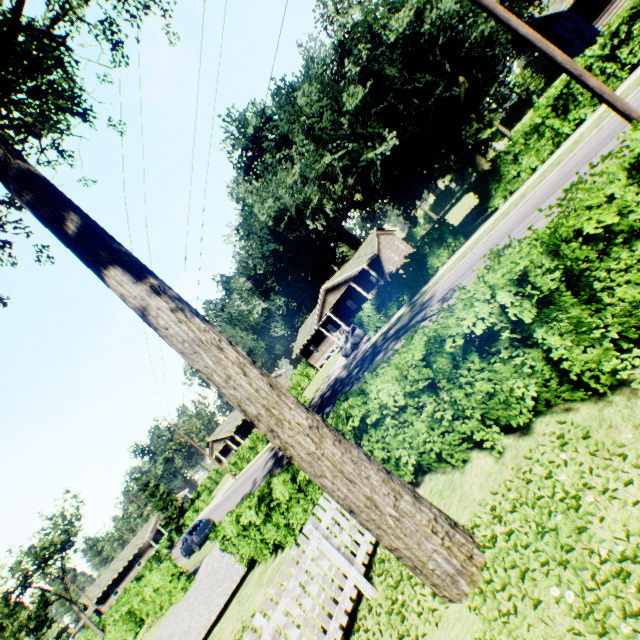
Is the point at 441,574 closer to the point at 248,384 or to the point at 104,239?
the point at 248,384

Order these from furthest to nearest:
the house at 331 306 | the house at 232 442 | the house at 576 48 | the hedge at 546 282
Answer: the house at 232 442 < the house at 331 306 < the house at 576 48 < the hedge at 546 282

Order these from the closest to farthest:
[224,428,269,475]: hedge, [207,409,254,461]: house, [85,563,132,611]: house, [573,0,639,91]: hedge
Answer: [573,0,639,91]: hedge < [224,428,269,475]: hedge < [207,409,254,461]: house < [85,563,132,611]: house

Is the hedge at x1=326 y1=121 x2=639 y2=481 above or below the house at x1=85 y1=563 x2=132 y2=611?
below

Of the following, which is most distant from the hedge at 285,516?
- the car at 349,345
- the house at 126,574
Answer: the house at 126,574

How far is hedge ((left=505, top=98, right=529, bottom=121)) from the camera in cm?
5841

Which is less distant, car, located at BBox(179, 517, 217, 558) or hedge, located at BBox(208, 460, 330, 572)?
hedge, located at BBox(208, 460, 330, 572)

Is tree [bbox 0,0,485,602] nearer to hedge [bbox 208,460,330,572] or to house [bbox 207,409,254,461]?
hedge [bbox 208,460,330,572]
